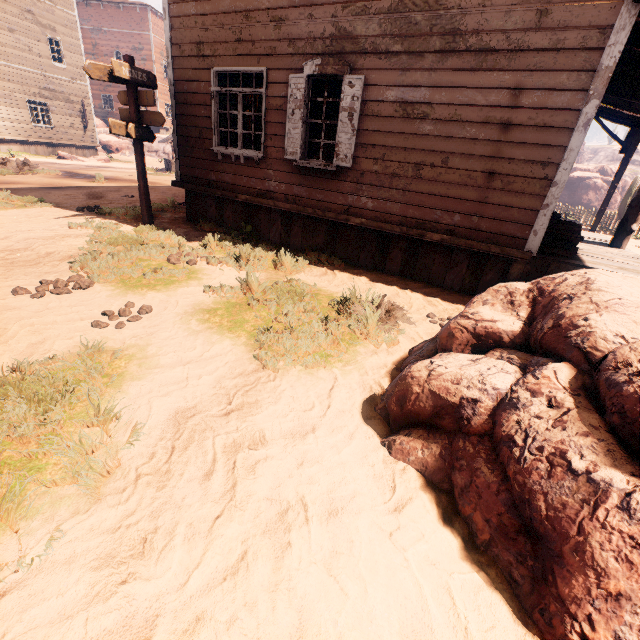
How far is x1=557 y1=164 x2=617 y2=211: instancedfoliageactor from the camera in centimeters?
3516cm

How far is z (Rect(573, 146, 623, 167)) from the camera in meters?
56.8

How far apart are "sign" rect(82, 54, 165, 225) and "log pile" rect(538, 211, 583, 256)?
7.54m

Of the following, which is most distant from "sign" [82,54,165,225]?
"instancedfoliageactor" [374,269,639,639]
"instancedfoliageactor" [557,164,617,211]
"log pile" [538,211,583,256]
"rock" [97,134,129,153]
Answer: "instancedfoliageactor" [557,164,617,211]

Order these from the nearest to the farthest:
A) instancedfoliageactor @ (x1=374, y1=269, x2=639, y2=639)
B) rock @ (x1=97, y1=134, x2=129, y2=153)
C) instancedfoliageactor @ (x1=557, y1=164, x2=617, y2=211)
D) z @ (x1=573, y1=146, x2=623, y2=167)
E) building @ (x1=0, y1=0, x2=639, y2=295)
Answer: instancedfoliageactor @ (x1=374, y1=269, x2=639, y2=639) → building @ (x1=0, y1=0, x2=639, y2=295) → rock @ (x1=97, y1=134, x2=129, y2=153) → instancedfoliageactor @ (x1=557, y1=164, x2=617, y2=211) → z @ (x1=573, y1=146, x2=623, y2=167)

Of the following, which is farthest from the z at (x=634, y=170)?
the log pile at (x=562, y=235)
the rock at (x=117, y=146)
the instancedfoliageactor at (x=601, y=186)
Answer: the instancedfoliageactor at (x=601, y=186)

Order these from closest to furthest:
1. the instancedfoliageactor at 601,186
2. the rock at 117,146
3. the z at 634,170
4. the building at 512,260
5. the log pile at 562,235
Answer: the building at 512,260 < the log pile at 562,235 < the rock at 117,146 < the instancedfoliageactor at 601,186 < the z at 634,170

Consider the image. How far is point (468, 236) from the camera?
5.4m
